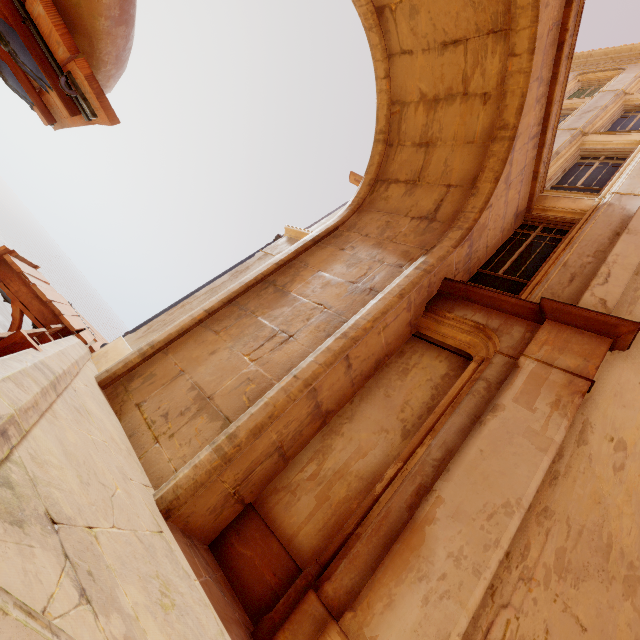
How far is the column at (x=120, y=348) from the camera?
5.45m

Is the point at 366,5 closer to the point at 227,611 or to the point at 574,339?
the point at 574,339

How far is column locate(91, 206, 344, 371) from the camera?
5.4 meters

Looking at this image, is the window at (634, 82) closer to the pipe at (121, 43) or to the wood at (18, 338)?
the pipe at (121, 43)

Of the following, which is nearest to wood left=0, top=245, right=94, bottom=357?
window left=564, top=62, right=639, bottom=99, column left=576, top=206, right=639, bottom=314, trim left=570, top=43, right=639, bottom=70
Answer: column left=576, top=206, right=639, bottom=314

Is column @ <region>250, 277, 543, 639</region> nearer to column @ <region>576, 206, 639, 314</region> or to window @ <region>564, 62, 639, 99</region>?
column @ <region>576, 206, 639, 314</region>

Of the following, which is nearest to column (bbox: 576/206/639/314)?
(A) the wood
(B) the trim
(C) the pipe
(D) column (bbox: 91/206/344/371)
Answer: (B) the trim

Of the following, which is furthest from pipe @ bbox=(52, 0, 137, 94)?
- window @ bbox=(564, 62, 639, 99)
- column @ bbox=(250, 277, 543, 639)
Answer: window @ bbox=(564, 62, 639, 99)
